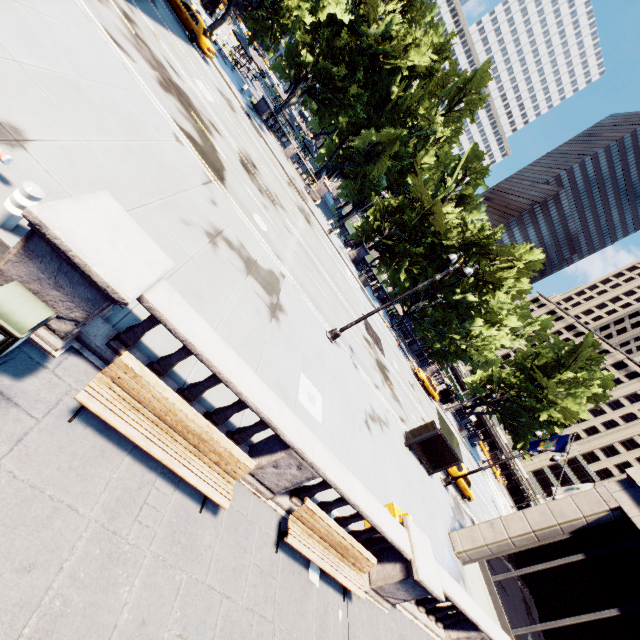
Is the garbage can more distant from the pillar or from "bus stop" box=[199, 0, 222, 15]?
"bus stop" box=[199, 0, 222, 15]

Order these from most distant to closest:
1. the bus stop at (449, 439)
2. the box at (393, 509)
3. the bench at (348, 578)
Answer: the bus stop at (449, 439) → the box at (393, 509) → the bench at (348, 578)

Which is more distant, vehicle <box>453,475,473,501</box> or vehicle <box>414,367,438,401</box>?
vehicle <box>414,367,438,401</box>

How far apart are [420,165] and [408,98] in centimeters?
1546cm

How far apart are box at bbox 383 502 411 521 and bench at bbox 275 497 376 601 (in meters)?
1.85

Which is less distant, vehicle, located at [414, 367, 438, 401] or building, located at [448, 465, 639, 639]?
building, located at [448, 465, 639, 639]

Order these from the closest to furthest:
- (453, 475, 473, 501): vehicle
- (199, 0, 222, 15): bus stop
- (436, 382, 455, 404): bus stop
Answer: (453, 475, 473, 501): vehicle < (199, 0, 222, 15): bus stop < (436, 382, 455, 404): bus stop

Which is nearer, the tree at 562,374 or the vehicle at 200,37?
the vehicle at 200,37
